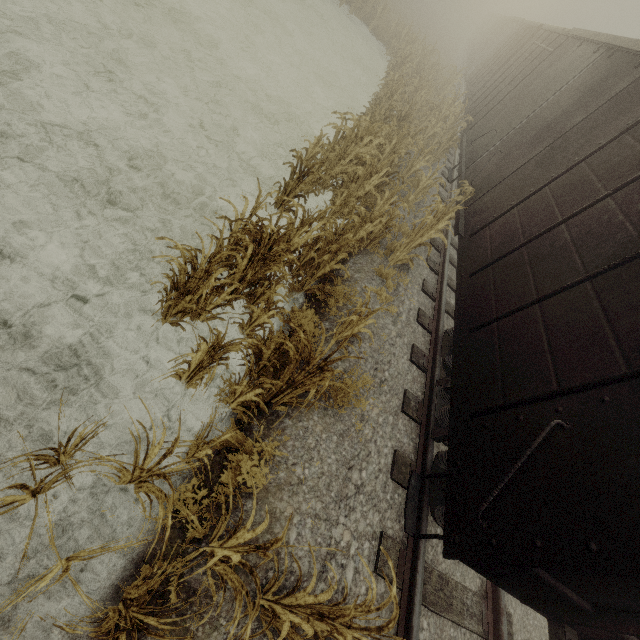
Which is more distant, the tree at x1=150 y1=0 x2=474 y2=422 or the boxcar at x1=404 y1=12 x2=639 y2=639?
the tree at x1=150 y1=0 x2=474 y2=422

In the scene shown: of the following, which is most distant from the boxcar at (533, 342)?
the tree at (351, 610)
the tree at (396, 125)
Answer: the tree at (351, 610)

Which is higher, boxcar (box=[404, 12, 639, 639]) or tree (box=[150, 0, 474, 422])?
boxcar (box=[404, 12, 639, 639])

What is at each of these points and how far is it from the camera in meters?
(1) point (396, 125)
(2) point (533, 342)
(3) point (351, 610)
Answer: (1) tree, 10.0
(2) boxcar, 3.4
(3) tree, 2.0

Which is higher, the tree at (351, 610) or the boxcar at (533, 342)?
the boxcar at (533, 342)

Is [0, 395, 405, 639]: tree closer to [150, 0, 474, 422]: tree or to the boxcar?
the boxcar
